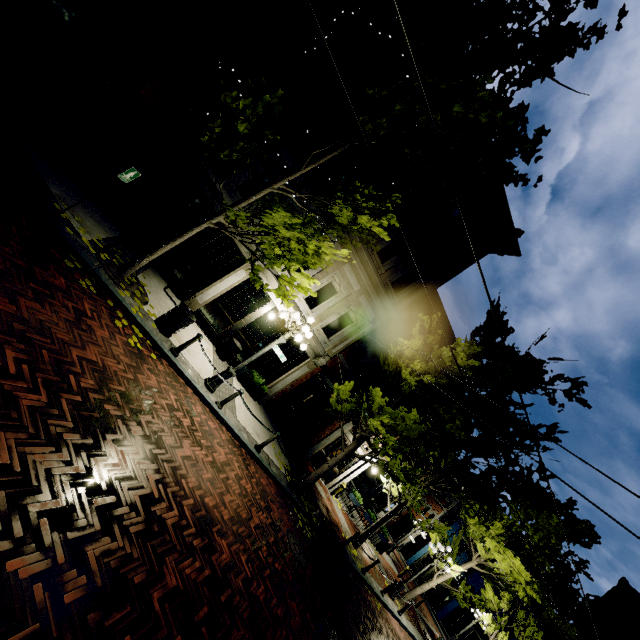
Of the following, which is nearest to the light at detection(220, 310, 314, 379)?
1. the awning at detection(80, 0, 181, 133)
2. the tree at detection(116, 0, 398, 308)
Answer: the tree at detection(116, 0, 398, 308)

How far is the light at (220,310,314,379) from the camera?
9.2 meters

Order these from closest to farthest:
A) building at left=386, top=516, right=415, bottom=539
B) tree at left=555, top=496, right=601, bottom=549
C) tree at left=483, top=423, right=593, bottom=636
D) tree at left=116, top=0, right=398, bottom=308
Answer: tree at left=116, top=0, right=398, bottom=308, tree at left=483, top=423, right=593, bottom=636, tree at left=555, top=496, right=601, bottom=549, building at left=386, top=516, right=415, bottom=539

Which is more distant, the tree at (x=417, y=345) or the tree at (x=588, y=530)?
the tree at (x=588, y=530)

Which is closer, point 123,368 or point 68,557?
point 68,557

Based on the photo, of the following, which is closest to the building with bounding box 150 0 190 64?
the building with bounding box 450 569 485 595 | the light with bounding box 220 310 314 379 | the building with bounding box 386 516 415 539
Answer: the light with bounding box 220 310 314 379

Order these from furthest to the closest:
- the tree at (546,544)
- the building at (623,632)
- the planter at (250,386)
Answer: the building at (623,632)
the tree at (546,544)
the planter at (250,386)

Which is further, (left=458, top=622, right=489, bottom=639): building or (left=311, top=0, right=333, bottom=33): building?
(left=458, top=622, right=489, bottom=639): building
